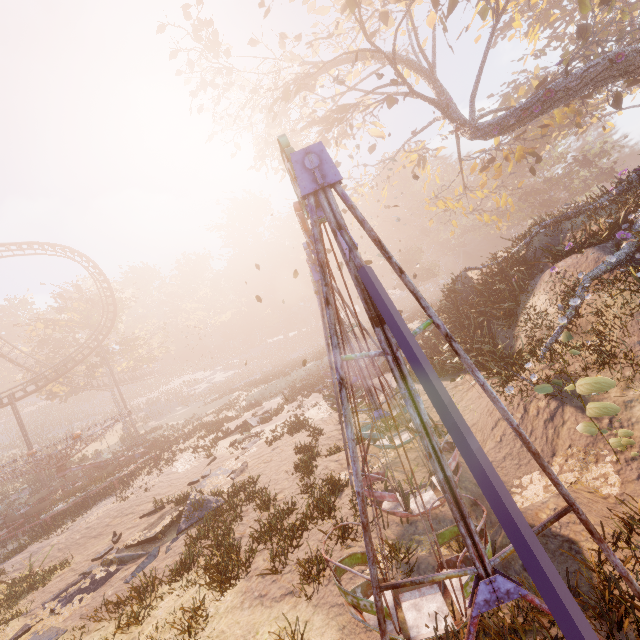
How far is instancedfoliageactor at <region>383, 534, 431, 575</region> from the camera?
5.83m

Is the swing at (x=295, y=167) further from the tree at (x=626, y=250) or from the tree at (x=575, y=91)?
the tree at (x=575, y=91)

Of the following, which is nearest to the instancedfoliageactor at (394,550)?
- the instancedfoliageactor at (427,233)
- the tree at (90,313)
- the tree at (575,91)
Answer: the tree at (575,91)

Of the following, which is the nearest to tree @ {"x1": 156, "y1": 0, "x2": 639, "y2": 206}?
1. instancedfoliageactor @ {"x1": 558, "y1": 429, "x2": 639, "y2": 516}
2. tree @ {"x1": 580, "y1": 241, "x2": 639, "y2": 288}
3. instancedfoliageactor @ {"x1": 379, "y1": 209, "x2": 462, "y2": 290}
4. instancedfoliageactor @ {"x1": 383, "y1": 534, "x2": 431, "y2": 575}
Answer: tree @ {"x1": 580, "y1": 241, "x2": 639, "y2": 288}

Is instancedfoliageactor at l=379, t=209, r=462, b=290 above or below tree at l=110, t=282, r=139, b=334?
below

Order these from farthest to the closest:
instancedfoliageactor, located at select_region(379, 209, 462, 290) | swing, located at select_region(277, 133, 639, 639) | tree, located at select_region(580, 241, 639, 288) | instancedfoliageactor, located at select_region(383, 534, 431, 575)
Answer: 1. instancedfoliageactor, located at select_region(379, 209, 462, 290)
2. tree, located at select_region(580, 241, 639, 288)
3. instancedfoliageactor, located at select_region(383, 534, 431, 575)
4. swing, located at select_region(277, 133, 639, 639)

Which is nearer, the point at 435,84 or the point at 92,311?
the point at 435,84
